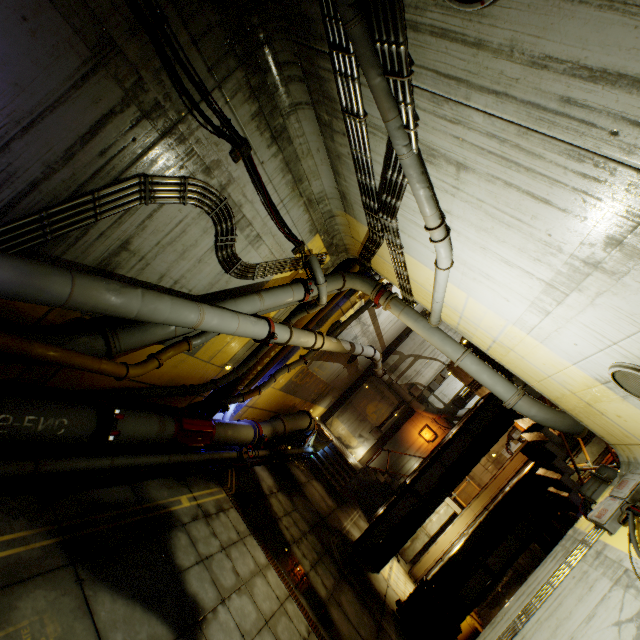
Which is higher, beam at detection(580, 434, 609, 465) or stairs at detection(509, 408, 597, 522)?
beam at detection(580, 434, 609, 465)

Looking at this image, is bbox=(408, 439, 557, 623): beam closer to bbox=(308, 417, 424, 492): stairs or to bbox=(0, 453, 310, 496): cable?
bbox=(308, 417, 424, 492): stairs

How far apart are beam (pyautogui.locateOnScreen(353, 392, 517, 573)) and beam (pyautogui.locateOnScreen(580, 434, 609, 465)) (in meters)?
1.21

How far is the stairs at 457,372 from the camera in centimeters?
1452cm

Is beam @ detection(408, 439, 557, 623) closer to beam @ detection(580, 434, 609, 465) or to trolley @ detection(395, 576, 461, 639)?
beam @ detection(580, 434, 609, 465)

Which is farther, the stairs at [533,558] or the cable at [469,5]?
the stairs at [533,558]

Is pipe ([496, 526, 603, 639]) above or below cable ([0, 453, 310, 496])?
→ above

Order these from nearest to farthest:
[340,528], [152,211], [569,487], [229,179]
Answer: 1. [152,211]
2. [229,179]
3. [569,487]
4. [340,528]
